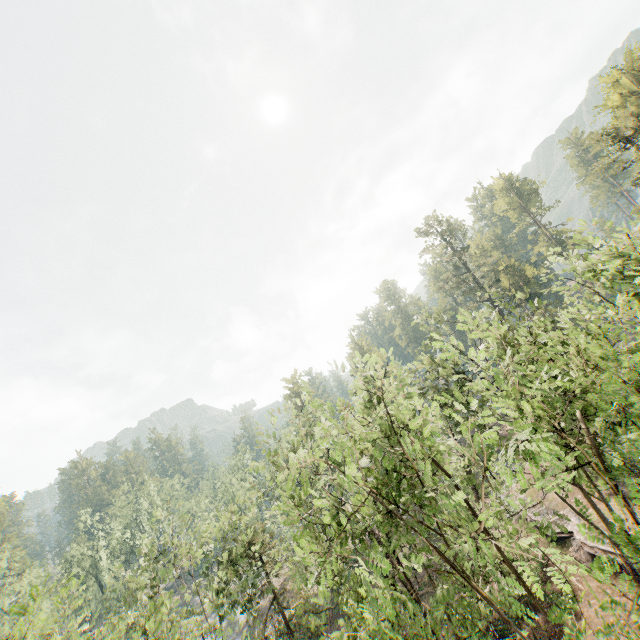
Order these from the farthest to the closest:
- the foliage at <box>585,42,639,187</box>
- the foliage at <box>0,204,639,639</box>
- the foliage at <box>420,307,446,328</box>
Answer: the foliage at <box>585,42,639,187</box> < the foliage at <box>420,307,446,328</box> < the foliage at <box>0,204,639,639</box>

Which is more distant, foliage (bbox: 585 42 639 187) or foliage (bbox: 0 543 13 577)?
foliage (bbox: 0 543 13 577)

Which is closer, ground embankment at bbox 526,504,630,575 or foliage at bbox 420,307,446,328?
ground embankment at bbox 526,504,630,575

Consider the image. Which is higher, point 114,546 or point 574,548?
point 114,546

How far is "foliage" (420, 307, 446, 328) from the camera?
27.12m

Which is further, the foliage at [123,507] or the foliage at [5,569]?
the foliage at [5,569]

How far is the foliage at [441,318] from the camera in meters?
27.1
